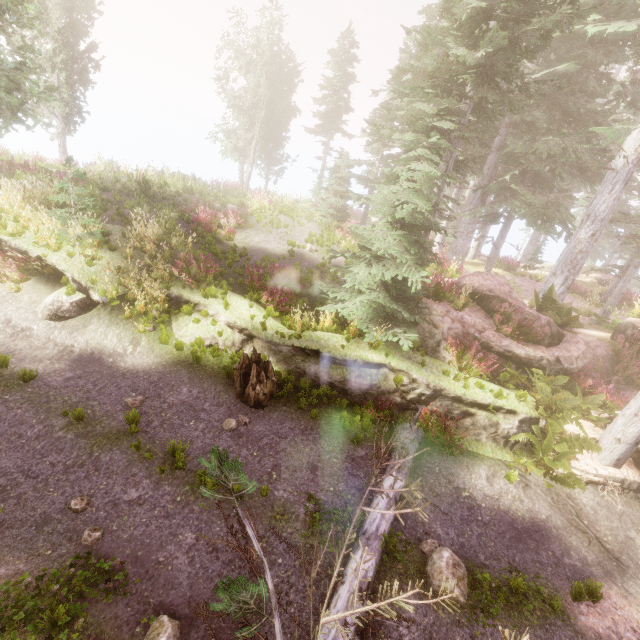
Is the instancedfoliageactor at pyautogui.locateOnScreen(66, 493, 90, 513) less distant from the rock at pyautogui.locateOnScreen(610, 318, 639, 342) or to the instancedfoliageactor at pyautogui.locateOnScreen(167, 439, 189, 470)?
the instancedfoliageactor at pyautogui.locateOnScreen(167, 439, 189, 470)

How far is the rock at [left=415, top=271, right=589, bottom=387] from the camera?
9.7m

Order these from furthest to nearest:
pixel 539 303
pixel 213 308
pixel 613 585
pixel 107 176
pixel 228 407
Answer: pixel 107 176, pixel 539 303, pixel 213 308, pixel 228 407, pixel 613 585

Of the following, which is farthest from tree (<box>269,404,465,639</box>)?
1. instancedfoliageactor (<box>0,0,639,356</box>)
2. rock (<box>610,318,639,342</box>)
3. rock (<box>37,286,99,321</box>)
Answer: rock (<box>610,318,639,342</box>)

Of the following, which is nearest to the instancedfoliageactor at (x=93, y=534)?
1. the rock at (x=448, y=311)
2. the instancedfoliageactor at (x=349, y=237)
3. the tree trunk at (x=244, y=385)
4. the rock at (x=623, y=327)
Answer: the instancedfoliageactor at (x=349, y=237)

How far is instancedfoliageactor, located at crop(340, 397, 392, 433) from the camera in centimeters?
851cm

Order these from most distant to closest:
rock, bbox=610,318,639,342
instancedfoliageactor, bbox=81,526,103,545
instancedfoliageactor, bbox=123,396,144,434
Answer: rock, bbox=610,318,639,342
instancedfoliageactor, bbox=123,396,144,434
instancedfoliageactor, bbox=81,526,103,545

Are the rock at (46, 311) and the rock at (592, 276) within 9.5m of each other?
no
